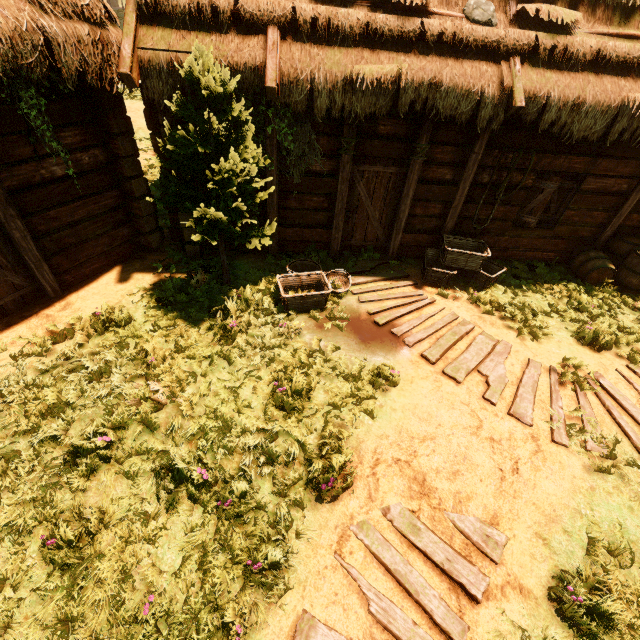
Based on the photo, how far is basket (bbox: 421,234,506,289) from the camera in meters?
6.8

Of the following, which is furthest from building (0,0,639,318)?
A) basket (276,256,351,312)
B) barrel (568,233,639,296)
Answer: basket (276,256,351,312)

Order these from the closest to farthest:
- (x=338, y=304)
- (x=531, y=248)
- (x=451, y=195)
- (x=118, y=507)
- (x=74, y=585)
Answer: (x=74, y=585) → (x=118, y=507) → (x=338, y=304) → (x=451, y=195) → (x=531, y=248)

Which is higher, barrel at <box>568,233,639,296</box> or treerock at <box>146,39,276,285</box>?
treerock at <box>146,39,276,285</box>

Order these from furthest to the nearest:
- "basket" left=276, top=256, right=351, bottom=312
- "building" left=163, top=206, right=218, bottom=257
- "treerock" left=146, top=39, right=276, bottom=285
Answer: "building" left=163, top=206, right=218, bottom=257, "basket" left=276, top=256, right=351, bottom=312, "treerock" left=146, top=39, right=276, bottom=285

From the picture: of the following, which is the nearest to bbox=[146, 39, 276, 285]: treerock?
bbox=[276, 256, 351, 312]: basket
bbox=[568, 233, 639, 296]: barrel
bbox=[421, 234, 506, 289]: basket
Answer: bbox=[276, 256, 351, 312]: basket

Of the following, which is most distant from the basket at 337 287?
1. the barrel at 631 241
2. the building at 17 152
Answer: the barrel at 631 241

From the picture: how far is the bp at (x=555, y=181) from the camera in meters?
6.8
